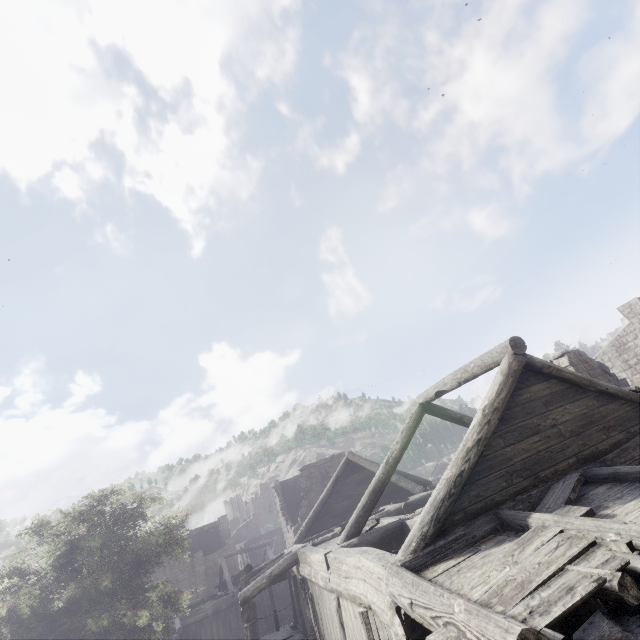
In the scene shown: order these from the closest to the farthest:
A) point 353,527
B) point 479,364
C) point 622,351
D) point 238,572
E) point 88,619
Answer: point 479,364 → point 353,527 → point 88,619 → point 622,351 → point 238,572
